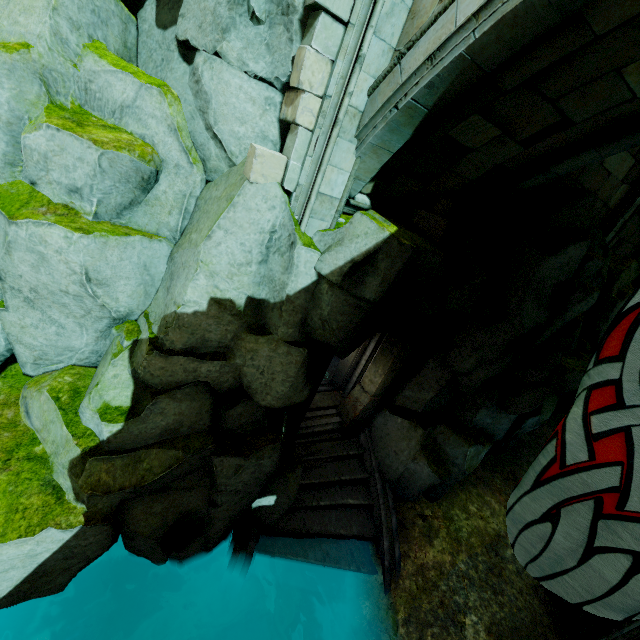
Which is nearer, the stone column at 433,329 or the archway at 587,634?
the archway at 587,634

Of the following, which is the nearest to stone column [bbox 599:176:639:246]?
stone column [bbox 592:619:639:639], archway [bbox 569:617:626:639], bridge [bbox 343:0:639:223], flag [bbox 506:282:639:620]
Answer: bridge [bbox 343:0:639:223]

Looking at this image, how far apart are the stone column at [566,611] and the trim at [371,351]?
6.68m

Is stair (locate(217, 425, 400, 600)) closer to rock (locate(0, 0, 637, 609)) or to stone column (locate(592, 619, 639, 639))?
rock (locate(0, 0, 637, 609))

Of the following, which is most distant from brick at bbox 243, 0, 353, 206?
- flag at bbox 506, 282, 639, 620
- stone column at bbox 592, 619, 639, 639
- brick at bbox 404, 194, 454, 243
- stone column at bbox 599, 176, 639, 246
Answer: stone column at bbox 599, 176, 639, 246

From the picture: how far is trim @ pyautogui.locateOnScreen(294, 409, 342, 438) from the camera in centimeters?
927cm

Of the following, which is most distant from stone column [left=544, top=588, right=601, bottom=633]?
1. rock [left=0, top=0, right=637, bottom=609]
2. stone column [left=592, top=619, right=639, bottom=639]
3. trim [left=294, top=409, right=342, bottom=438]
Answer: trim [left=294, top=409, right=342, bottom=438]

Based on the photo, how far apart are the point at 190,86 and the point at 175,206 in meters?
1.9
